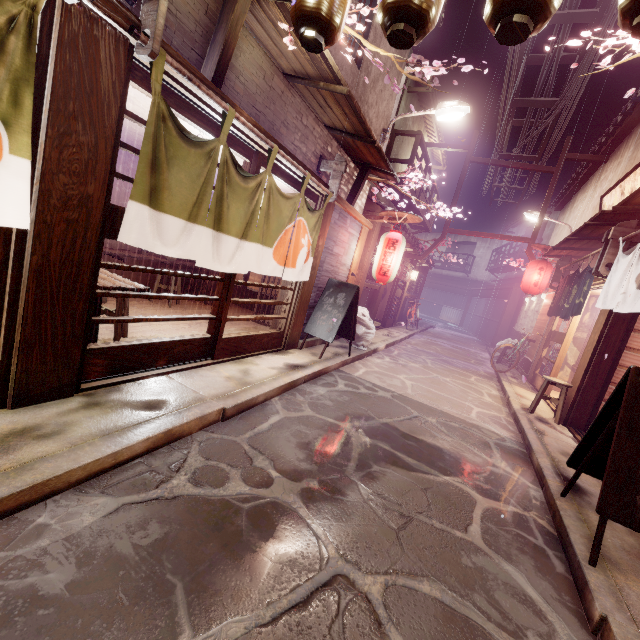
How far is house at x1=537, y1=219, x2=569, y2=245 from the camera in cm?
2357

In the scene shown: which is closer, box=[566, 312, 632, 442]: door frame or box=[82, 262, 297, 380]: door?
box=[82, 262, 297, 380]: door

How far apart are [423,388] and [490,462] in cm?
460

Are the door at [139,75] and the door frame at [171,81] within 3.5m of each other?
yes

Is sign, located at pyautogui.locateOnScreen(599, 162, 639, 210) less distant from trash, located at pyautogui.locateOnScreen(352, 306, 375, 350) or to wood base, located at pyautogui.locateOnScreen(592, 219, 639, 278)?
wood base, located at pyautogui.locateOnScreen(592, 219, 639, 278)

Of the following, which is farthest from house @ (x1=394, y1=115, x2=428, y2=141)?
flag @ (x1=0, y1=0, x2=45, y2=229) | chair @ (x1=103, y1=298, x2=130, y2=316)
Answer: chair @ (x1=103, y1=298, x2=130, y2=316)

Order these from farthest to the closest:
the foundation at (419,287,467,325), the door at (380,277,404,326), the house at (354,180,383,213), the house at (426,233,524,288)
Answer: the foundation at (419,287,467,325) → the house at (426,233,524,288) → the door at (380,277,404,326) → the house at (354,180,383,213)

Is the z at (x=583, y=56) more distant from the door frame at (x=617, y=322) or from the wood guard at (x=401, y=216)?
the door frame at (x=617, y=322)
